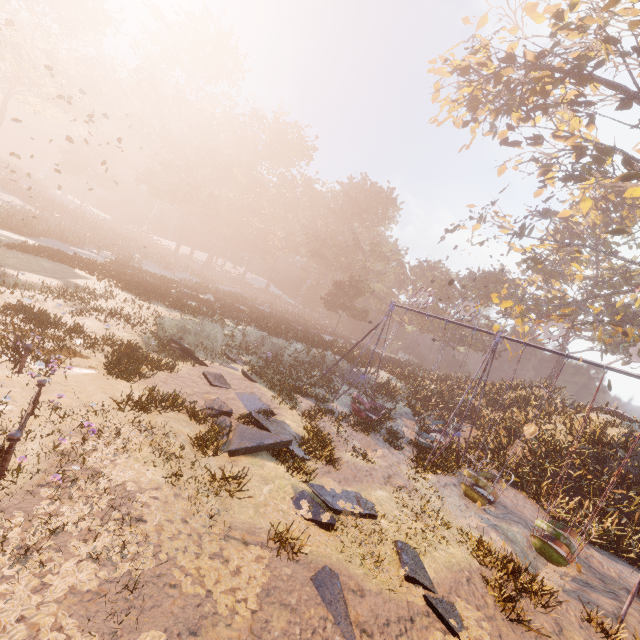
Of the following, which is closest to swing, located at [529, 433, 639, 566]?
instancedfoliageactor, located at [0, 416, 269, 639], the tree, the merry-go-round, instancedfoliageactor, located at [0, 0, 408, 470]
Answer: instancedfoliageactor, located at [0, 416, 269, 639]

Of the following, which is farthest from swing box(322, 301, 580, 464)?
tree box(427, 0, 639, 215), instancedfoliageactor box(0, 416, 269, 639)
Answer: tree box(427, 0, 639, 215)

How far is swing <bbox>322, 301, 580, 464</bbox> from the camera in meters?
12.5 m

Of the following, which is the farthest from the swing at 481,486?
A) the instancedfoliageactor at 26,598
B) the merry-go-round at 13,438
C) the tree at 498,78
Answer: the merry-go-round at 13,438

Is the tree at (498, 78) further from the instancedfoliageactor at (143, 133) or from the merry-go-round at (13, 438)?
the merry-go-round at (13, 438)

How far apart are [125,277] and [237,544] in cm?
2147

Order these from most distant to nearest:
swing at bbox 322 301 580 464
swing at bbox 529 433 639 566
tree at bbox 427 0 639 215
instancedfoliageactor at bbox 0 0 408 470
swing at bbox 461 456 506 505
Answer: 1. instancedfoliageactor at bbox 0 0 408 470
2. tree at bbox 427 0 639 215
3. swing at bbox 322 301 580 464
4. swing at bbox 461 456 506 505
5. swing at bbox 529 433 639 566
